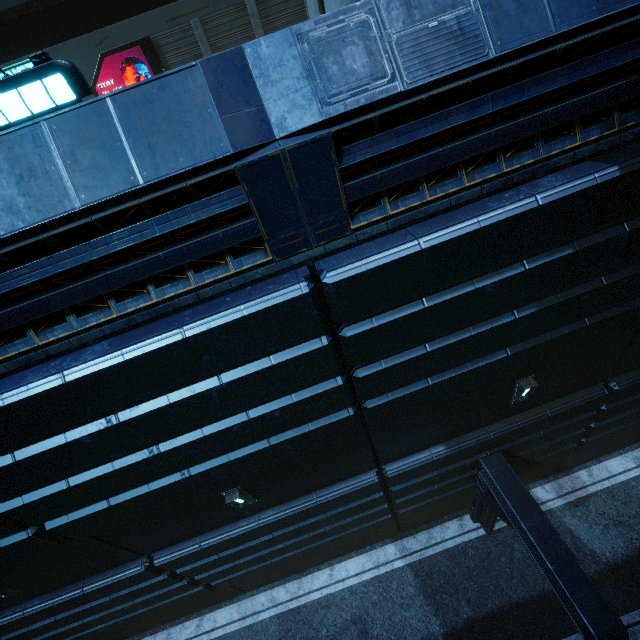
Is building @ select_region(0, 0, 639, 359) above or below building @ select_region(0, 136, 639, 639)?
above

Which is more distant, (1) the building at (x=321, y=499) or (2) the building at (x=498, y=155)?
(1) the building at (x=321, y=499)

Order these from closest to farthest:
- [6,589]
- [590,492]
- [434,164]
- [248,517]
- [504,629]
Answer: [434,164]
[6,589]
[248,517]
[504,629]
[590,492]

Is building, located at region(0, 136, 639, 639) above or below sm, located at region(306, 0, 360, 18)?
below

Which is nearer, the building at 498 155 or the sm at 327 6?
the building at 498 155

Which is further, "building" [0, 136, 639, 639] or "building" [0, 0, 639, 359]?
"building" [0, 136, 639, 639]

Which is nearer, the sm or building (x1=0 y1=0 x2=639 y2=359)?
building (x1=0 y1=0 x2=639 y2=359)
